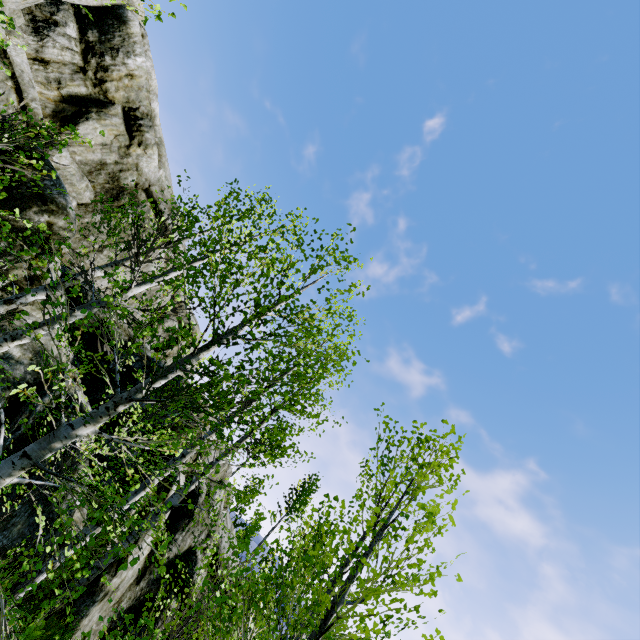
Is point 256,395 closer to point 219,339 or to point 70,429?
point 219,339

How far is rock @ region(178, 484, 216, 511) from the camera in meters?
12.6

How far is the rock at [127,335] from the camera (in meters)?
14.04

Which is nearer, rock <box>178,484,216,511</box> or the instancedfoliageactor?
the instancedfoliageactor

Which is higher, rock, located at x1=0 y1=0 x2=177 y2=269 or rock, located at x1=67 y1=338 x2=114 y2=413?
rock, located at x1=0 y1=0 x2=177 y2=269

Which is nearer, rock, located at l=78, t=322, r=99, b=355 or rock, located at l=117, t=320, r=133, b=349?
rock, located at l=78, t=322, r=99, b=355

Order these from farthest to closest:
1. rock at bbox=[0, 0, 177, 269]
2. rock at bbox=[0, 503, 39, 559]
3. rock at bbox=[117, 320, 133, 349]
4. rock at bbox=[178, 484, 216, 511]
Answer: rock at bbox=[117, 320, 133, 349]
rock at bbox=[178, 484, 216, 511]
rock at bbox=[0, 0, 177, 269]
rock at bbox=[0, 503, 39, 559]

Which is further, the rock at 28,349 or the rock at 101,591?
the rock at 101,591
